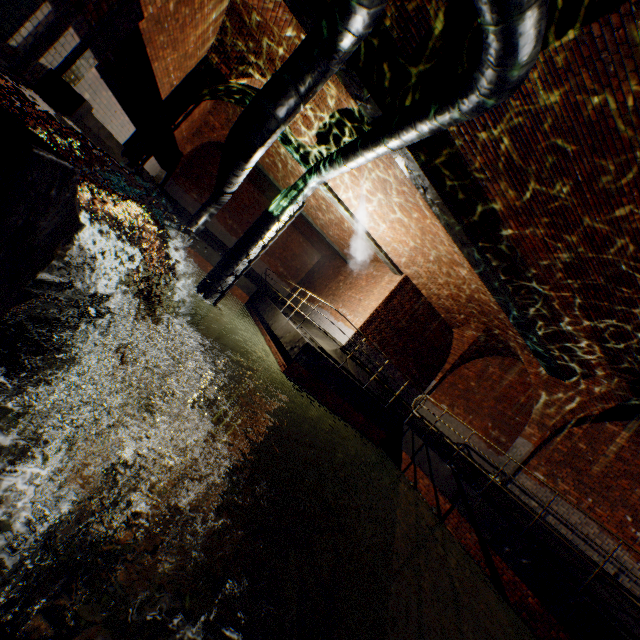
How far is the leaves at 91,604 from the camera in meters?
1.4

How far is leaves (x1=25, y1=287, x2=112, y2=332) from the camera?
2.9 meters

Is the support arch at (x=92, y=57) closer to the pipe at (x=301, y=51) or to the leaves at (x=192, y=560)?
the pipe at (x=301, y=51)

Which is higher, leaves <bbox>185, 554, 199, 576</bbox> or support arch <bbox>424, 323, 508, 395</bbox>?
support arch <bbox>424, 323, 508, 395</bbox>

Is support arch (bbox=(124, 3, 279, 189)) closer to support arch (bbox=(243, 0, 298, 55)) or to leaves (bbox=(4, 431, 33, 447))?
support arch (bbox=(243, 0, 298, 55))

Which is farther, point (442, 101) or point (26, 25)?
point (442, 101)

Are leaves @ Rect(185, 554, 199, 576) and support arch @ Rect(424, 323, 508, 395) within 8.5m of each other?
no

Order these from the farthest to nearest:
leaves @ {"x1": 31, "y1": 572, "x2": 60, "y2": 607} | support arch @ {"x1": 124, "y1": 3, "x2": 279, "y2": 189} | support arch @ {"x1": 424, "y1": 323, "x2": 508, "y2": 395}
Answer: support arch @ {"x1": 424, "y1": 323, "x2": 508, "y2": 395} → support arch @ {"x1": 124, "y1": 3, "x2": 279, "y2": 189} → leaves @ {"x1": 31, "y1": 572, "x2": 60, "y2": 607}
